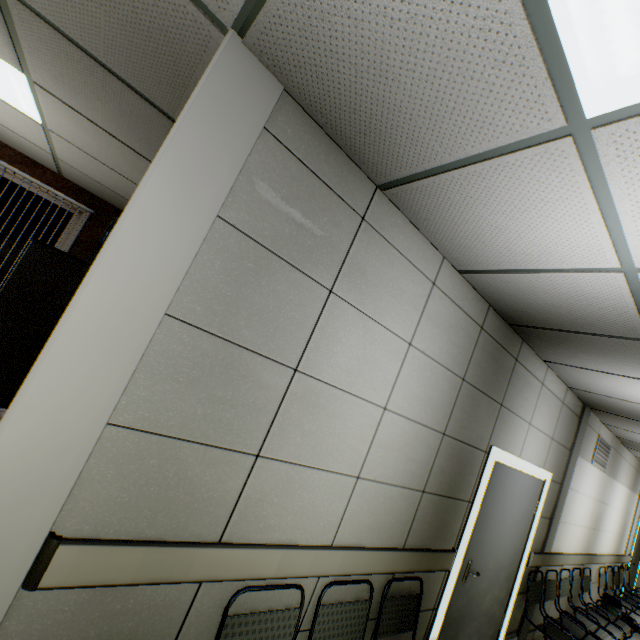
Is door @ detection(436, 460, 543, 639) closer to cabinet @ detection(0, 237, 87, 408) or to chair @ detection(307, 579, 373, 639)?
chair @ detection(307, 579, 373, 639)

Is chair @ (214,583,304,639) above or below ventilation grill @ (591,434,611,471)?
below

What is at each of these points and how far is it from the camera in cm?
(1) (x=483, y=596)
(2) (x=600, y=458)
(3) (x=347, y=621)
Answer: (1) door, 344
(2) ventilation grill, 547
(3) chair, 213

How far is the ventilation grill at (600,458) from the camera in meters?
5.3 m

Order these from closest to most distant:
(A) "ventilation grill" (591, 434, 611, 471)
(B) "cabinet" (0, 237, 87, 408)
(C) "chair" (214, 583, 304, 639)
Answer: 1. (C) "chair" (214, 583, 304, 639)
2. (B) "cabinet" (0, 237, 87, 408)
3. (A) "ventilation grill" (591, 434, 611, 471)

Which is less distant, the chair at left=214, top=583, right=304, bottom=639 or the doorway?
the chair at left=214, top=583, right=304, bottom=639

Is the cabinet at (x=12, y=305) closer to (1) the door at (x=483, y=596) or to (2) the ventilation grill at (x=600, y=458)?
(1) the door at (x=483, y=596)

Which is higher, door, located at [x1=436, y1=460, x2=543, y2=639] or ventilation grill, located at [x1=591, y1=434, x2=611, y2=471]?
ventilation grill, located at [x1=591, y1=434, x2=611, y2=471]
